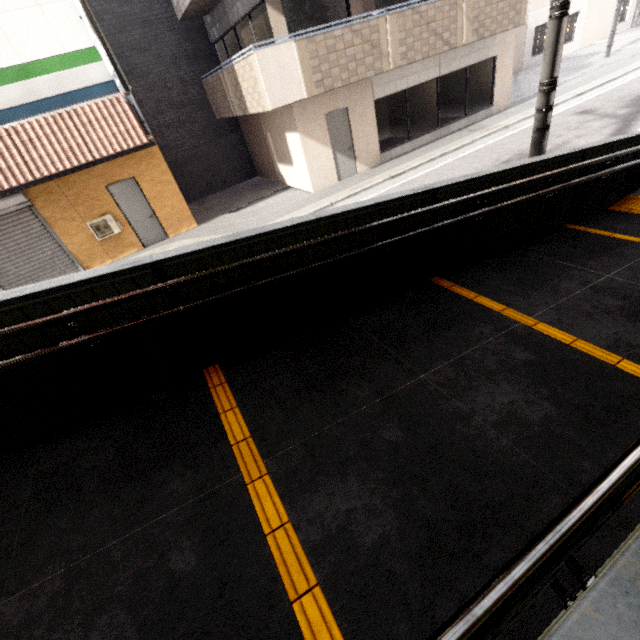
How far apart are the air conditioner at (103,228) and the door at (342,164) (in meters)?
7.30

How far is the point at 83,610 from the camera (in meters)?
1.68

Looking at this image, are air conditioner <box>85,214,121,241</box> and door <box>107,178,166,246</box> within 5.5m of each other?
yes

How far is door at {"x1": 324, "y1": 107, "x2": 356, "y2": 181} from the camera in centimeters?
1045cm

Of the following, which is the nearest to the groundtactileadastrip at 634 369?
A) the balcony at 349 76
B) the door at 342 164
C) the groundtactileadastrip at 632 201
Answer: the groundtactileadastrip at 632 201

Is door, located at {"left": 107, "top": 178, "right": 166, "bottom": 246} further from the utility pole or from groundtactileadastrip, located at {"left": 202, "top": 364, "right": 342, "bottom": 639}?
the utility pole

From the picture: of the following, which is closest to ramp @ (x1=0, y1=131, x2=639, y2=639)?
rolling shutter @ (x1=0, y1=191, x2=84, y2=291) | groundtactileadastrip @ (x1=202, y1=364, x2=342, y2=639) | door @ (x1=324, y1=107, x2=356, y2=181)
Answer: groundtactileadastrip @ (x1=202, y1=364, x2=342, y2=639)

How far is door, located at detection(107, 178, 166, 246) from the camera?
10.02m
